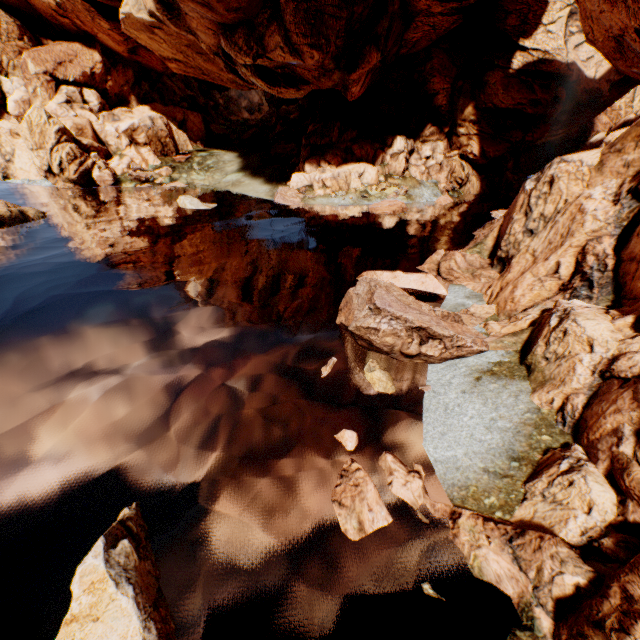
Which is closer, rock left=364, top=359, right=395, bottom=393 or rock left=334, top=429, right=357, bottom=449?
rock left=334, top=429, right=357, bottom=449

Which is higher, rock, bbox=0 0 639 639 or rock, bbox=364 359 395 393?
rock, bbox=0 0 639 639

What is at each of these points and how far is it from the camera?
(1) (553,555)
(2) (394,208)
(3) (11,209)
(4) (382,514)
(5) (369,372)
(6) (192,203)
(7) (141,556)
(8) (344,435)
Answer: (1) rock, 5.73m
(2) rock, 32.41m
(3) rock, 25.50m
(4) rock, 7.13m
(5) rock, 11.13m
(6) rock, 32.19m
(7) rock, 6.07m
(8) rock, 8.91m

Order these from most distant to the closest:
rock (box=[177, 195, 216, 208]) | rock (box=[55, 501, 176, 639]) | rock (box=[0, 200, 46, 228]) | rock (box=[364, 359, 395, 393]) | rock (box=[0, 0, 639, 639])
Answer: rock (box=[177, 195, 216, 208]), rock (box=[0, 200, 46, 228]), rock (box=[364, 359, 395, 393]), rock (box=[0, 0, 639, 639]), rock (box=[55, 501, 176, 639])

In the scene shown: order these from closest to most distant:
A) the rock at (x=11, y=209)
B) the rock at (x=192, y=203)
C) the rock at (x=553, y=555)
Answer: the rock at (x=553, y=555), the rock at (x=11, y=209), the rock at (x=192, y=203)

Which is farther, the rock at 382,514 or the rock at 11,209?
the rock at 11,209
